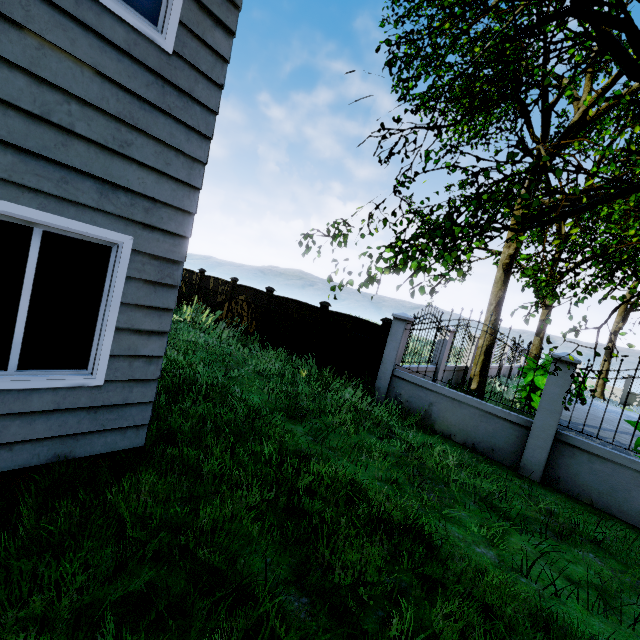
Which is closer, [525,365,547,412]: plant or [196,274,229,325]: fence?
[525,365,547,412]: plant

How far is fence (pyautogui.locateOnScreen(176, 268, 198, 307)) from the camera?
14.6m

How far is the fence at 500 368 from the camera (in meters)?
6.29

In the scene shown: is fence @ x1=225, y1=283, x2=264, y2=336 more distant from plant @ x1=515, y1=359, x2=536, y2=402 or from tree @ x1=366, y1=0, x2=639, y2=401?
plant @ x1=515, y1=359, x2=536, y2=402

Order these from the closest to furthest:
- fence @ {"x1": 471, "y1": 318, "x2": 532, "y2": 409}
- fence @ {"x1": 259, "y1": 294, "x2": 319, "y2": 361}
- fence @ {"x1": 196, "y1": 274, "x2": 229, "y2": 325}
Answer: fence @ {"x1": 471, "y1": 318, "x2": 532, "y2": 409}, fence @ {"x1": 259, "y1": 294, "x2": 319, "y2": 361}, fence @ {"x1": 196, "y1": 274, "x2": 229, "y2": 325}

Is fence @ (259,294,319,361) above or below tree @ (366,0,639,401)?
below

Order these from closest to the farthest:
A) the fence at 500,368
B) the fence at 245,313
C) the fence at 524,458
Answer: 1. the fence at 524,458
2. the fence at 500,368
3. the fence at 245,313

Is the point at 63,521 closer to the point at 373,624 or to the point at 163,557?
the point at 163,557
